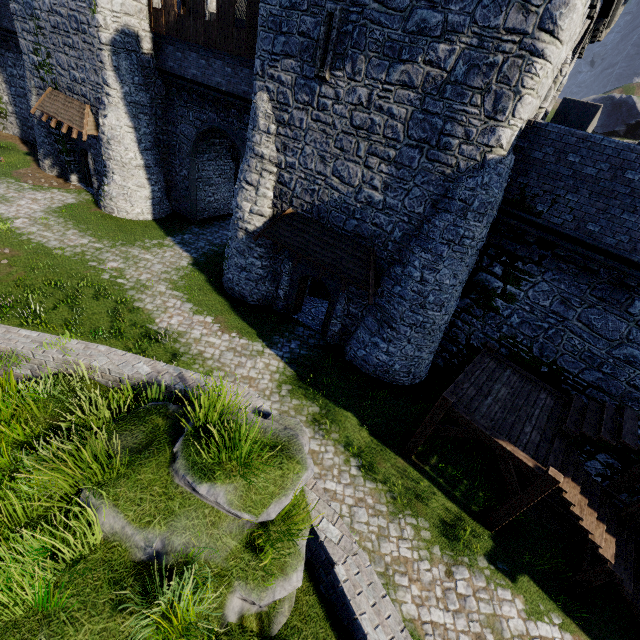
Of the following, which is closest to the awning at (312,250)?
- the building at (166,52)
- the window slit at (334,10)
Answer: the building at (166,52)

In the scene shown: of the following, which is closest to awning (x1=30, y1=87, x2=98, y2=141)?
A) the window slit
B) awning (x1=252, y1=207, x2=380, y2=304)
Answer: awning (x1=252, y1=207, x2=380, y2=304)

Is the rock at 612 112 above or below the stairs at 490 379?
above

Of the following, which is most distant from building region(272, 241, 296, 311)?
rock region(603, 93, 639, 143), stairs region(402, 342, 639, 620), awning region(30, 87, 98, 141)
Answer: rock region(603, 93, 639, 143)

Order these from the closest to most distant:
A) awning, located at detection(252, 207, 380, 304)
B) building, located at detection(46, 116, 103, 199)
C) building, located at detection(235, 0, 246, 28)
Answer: awning, located at detection(252, 207, 380, 304) → building, located at detection(235, 0, 246, 28) → building, located at detection(46, 116, 103, 199)

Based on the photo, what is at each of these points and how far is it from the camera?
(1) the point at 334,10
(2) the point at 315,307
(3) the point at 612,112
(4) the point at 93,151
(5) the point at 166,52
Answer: (1) window slit, 10.0m
(2) building, 17.9m
(3) rock, 59.9m
(4) building, 20.7m
(5) building, 17.8m

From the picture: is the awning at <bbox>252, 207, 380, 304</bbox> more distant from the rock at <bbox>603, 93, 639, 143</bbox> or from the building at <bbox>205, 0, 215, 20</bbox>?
the rock at <bbox>603, 93, 639, 143</bbox>
